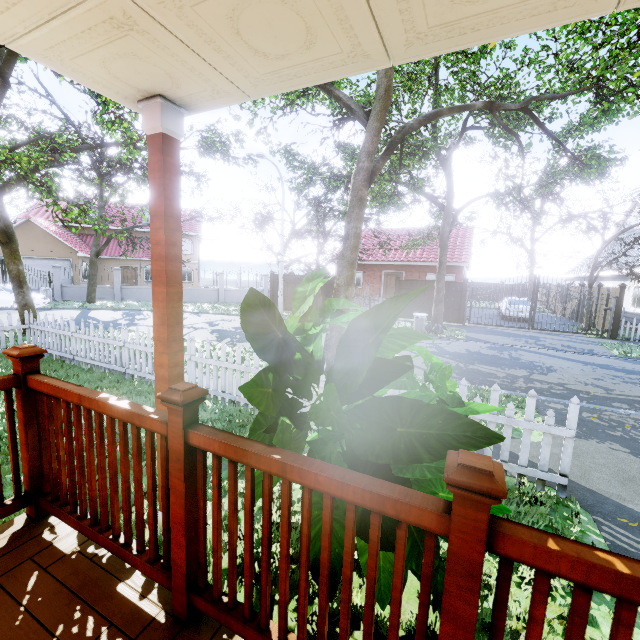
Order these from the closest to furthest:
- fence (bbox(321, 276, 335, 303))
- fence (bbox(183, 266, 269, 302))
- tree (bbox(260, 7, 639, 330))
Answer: tree (bbox(260, 7, 639, 330)) → fence (bbox(321, 276, 335, 303)) → fence (bbox(183, 266, 269, 302))

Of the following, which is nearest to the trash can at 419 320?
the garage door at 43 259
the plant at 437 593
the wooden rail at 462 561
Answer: the plant at 437 593

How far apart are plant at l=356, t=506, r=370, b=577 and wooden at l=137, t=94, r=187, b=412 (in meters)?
1.11

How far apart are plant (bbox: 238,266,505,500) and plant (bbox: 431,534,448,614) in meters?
1.2

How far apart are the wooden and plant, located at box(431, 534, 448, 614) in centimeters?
183cm

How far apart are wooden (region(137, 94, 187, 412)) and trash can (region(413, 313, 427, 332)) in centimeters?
1376cm

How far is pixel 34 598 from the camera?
1.52m

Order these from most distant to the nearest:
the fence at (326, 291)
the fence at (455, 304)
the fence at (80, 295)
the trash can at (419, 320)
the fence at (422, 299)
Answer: the fence at (80, 295), the fence at (326, 291), the fence at (422, 299), the fence at (455, 304), the trash can at (419, 320)
